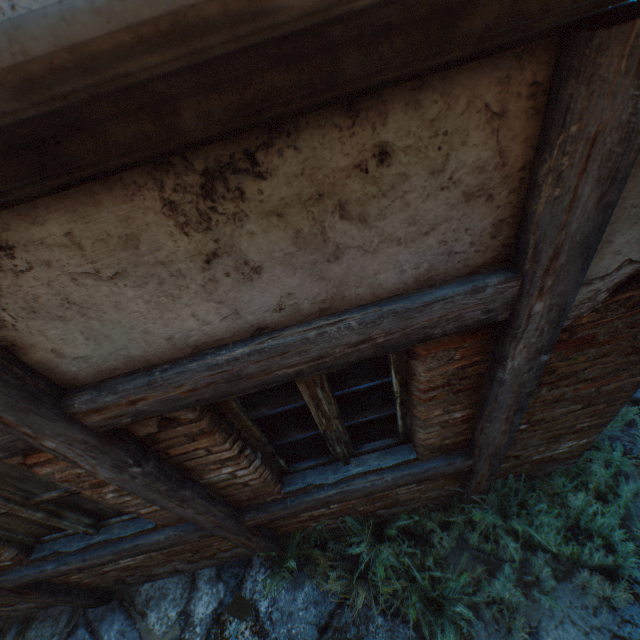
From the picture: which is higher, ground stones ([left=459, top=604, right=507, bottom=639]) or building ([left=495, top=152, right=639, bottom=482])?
building ([left=495, top=152, right=639, bottom=482])

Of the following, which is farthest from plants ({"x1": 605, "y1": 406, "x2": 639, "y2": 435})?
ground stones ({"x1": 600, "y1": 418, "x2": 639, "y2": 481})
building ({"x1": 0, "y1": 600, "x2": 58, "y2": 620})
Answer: building ({"x1": 0, "y1": 600, "x2": 58, "y2": 620})

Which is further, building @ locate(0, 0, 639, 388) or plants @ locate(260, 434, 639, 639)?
plants @ locate(260, 434, 639, 639)

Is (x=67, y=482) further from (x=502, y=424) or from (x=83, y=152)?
(x=502, y=424)

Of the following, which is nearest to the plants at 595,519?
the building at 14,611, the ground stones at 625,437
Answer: the ground stones at 625,437

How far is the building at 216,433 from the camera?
1.5 meters

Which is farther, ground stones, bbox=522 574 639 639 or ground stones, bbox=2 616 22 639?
ground stones, bbox=2 616 22 639

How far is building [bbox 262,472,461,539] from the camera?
2.7 meters
